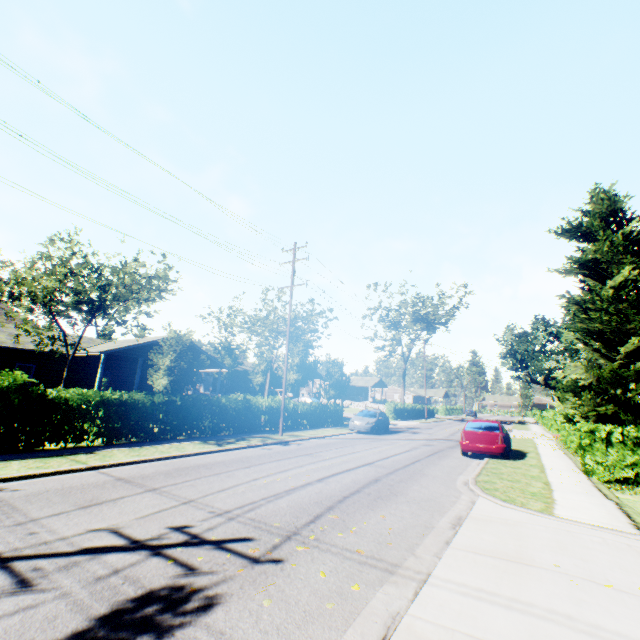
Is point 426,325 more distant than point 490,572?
Yes

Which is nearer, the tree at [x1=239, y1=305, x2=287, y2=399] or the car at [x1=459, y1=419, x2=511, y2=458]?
the car at [x1=459, y1=419, x2=511, y2=458]

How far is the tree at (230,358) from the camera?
40.0 meters

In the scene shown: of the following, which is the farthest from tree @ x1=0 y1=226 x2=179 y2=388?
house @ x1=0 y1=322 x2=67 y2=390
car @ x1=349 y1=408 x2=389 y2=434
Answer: car @ x1=349 y1=408 x2=389 y2=434

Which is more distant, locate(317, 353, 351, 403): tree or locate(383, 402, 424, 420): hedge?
locate(383, 402, 424, 420): hedge

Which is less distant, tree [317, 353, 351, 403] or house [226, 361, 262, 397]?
tree [317, 353, 351, 403]

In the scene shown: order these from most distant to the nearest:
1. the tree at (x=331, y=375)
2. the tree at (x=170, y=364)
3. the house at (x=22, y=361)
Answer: the tree at (x=331, y=375) → the house at (x=22, y=361) → the tree at (x=170, y=364)
